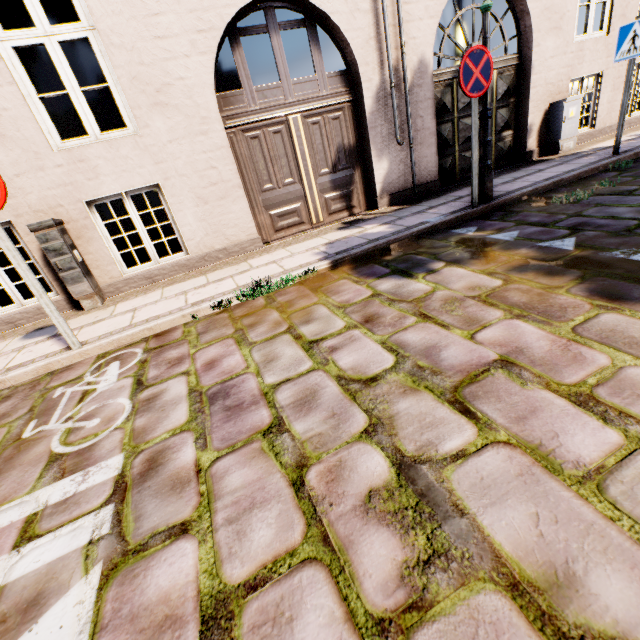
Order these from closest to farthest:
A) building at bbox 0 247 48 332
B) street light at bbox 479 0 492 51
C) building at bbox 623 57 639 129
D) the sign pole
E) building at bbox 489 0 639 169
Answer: the sign pole → street light at bbox 479 0 492 51 → building at bbox 0 247 48 332 → building at bbox 489 0 639 169 → building at bbox 623 57 639 129

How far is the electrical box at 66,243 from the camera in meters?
4.2 m

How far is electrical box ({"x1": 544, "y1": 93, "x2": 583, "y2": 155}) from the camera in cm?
689

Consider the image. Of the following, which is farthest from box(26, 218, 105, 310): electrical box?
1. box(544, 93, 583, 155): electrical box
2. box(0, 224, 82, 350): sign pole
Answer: box(544, 93, 583, 155): electrical box

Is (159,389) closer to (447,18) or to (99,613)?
(99,613)

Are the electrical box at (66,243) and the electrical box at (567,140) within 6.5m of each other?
no

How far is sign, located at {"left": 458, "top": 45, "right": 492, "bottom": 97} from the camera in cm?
393

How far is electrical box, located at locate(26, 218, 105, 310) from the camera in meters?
4.2
